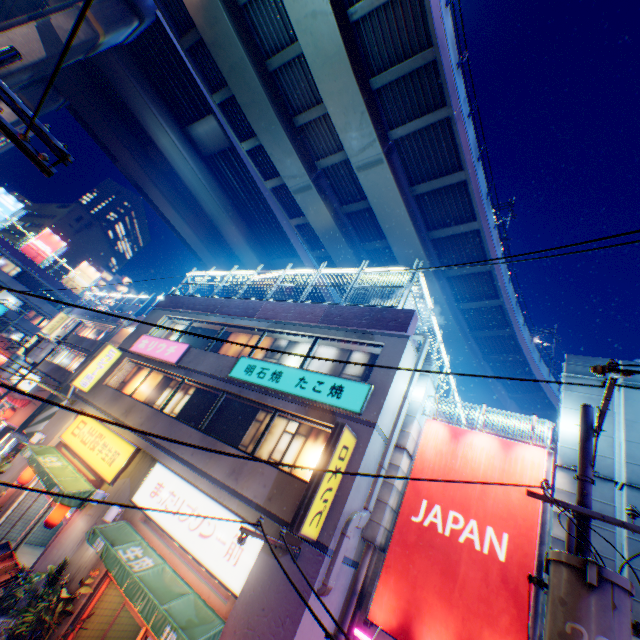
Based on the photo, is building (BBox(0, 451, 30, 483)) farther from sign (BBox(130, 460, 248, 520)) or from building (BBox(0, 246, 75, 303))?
building (BBox(0, 246, 75, 303))

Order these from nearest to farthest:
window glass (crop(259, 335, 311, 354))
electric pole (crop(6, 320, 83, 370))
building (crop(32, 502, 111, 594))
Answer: building (crop(32, 502, 111, 594)) < window glass (crop(259, 335, 311, 354)) < electric pole (crop(6, 320, 83, 370))

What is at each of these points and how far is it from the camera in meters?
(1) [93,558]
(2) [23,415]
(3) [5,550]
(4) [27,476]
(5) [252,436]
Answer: (1) building, 9.8
(2) building, 23.5
(3) plastic crate, 11.4
(4) street lamp, 13.6
(5) window glass, 10.7

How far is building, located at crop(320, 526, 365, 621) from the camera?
7.4m

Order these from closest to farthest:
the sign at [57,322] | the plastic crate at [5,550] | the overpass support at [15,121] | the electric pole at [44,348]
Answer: the plastic crate at [5,550] → the electric pole at [44,348] → the overpass support at [15,121] → the sign at [57,322]

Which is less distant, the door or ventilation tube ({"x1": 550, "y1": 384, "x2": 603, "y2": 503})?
ventilation tube ({"x1": 550, "y1": 384, "x2": 603, "y2": 503})

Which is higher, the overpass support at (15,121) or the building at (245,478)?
the overpass support at (15,121)

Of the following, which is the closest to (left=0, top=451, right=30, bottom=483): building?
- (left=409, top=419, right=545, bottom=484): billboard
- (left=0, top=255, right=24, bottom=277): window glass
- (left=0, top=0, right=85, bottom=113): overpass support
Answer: (left=409, top=419, right=545, bottom=484): billboard
